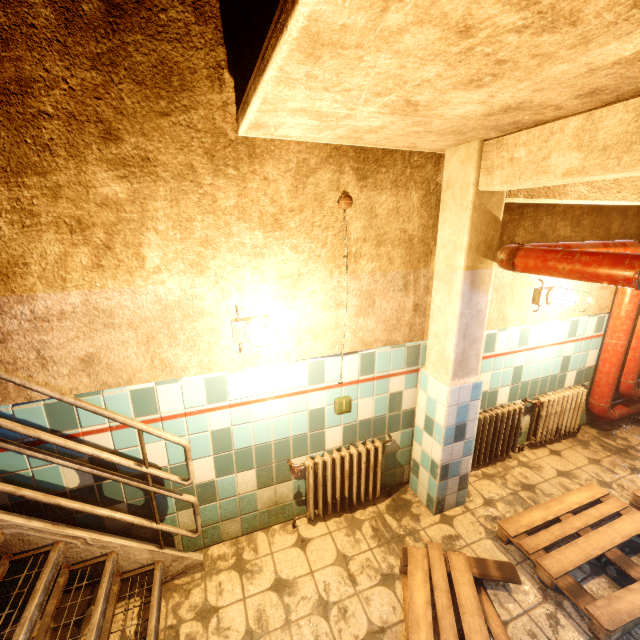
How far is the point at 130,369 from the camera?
2.0 meters

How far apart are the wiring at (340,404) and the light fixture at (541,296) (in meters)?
2.14

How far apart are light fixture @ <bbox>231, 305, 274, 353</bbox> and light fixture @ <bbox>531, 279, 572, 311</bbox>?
2.6m

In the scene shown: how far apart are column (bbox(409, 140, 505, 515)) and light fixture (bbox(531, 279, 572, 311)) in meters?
1.0 m

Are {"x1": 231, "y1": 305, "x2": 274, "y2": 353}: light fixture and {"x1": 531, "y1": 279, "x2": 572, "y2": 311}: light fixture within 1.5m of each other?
no

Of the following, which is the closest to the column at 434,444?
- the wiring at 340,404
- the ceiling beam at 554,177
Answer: the ceiling beam at 554,177

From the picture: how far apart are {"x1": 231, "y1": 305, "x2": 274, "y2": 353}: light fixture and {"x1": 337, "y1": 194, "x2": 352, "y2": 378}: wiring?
0.6m

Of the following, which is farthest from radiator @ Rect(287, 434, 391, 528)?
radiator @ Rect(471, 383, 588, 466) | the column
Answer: radiator @ Rect(471, 383, 588, 466)
